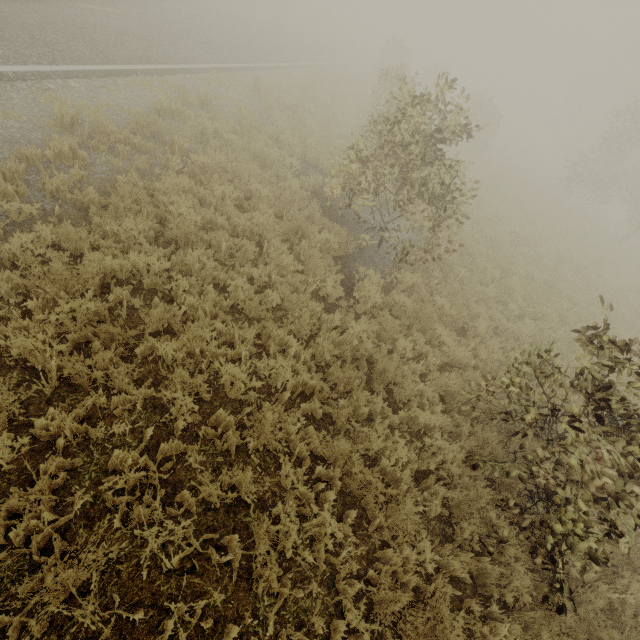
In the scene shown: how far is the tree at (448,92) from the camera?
7.0 meters

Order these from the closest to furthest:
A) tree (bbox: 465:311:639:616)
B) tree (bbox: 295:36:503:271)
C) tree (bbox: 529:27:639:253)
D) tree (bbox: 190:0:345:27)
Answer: tree (bbox: 465:311:639:616) < tree (bbox: 295:36:503:271) < tree (bbox: 529:27:639:253) < tree (bbox: 190:0:345:27)

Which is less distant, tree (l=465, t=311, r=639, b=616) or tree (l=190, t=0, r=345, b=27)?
tree (l=465, t=311, r=639, b=616)

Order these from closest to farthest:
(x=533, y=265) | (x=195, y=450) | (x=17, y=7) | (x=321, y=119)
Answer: (x=195, y=450) < (x=17, y=7) < (x=533, y=265) < (x=321, y=119)

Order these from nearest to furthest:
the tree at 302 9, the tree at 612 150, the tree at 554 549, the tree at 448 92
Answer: the tree at 554 549, the tree at 448 92, the tree at 612 150, the tree at 302 9

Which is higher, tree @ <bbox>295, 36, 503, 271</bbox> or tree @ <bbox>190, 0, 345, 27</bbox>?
tree @ <bbox>295, 36, 503, 271</bbox>
